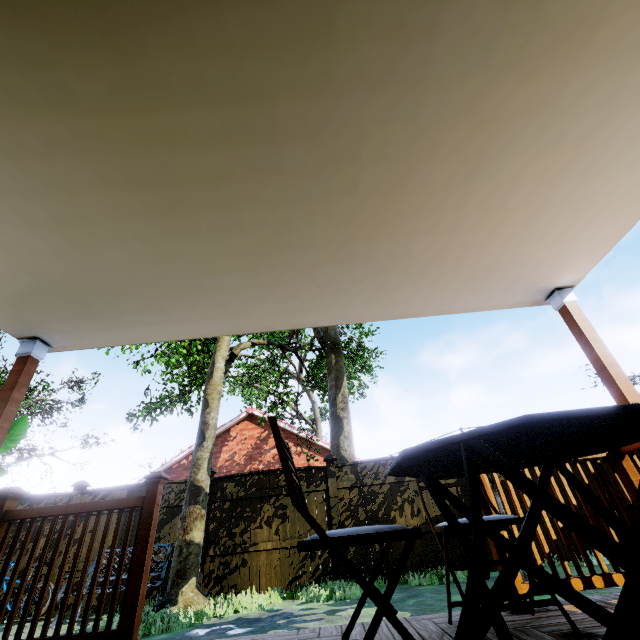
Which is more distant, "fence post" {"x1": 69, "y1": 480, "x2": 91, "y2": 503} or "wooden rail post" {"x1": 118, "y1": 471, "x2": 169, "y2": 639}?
"fence post" {"x1": 69, "y1": 480, "x2": 91, "y2": 503}

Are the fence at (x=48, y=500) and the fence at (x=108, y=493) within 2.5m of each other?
yes

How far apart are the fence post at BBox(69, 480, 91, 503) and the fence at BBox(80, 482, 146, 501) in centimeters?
2cm

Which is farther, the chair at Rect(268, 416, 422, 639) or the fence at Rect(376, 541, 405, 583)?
the fence at Rect(376, 541, 405, 583)

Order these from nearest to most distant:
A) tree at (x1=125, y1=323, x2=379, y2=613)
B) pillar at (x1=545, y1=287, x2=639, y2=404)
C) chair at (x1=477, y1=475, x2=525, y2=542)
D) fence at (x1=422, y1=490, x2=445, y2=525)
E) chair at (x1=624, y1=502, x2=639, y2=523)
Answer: chair at (x1=624, y1=502, x2=639, y2=523)
chair at (x1=477, y1=475, x2=525, y2=542)
pillar at (x1=545, y1=287, x2=639, y2=404)
tree at (x1=125, y1=323, x2=379, y2=613)
fence at (x1=422, y1=490, x2=445, y2=525)

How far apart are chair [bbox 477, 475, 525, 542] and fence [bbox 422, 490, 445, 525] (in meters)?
5.74

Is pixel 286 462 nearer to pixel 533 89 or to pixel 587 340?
pixel 533 89

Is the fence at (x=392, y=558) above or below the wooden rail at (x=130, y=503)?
below
